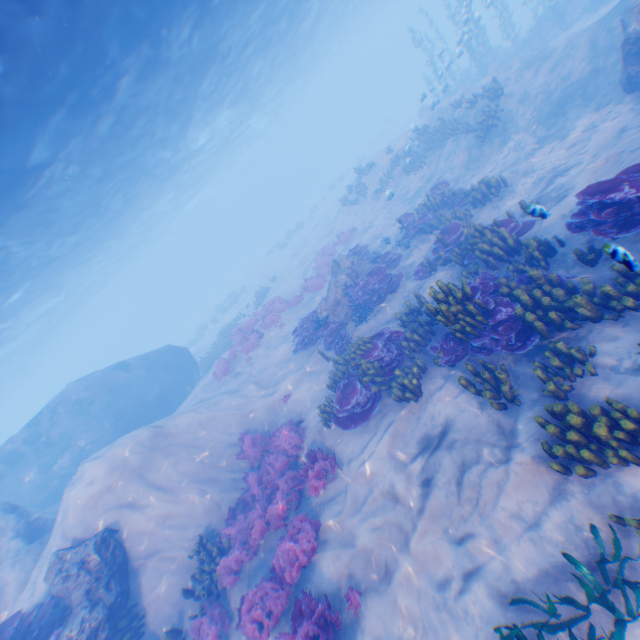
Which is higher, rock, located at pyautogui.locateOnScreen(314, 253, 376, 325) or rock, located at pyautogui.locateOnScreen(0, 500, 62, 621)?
rock, located at pyautogui.locateOnScreen(0, 500, 62, 621)

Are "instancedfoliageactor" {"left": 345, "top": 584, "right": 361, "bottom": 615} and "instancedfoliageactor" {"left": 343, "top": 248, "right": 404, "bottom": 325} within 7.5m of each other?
no

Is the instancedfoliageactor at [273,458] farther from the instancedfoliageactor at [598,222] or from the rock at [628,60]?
the rock at [628,60]

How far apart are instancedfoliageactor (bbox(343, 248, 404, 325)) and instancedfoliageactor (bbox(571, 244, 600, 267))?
6.6m

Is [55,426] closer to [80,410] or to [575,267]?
[80,410]

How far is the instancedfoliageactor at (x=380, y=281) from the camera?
12.7 meters

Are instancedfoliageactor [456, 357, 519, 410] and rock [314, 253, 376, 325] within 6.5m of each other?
no

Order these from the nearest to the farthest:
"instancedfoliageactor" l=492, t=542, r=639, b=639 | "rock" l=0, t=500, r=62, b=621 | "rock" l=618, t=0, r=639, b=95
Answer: "instancedfoliageactor" l=492, t=542, r=639, b=639 < "rock" l=618, t=0, r=639, b=95 < "rock" l=0, t=500, r=62, b=621
